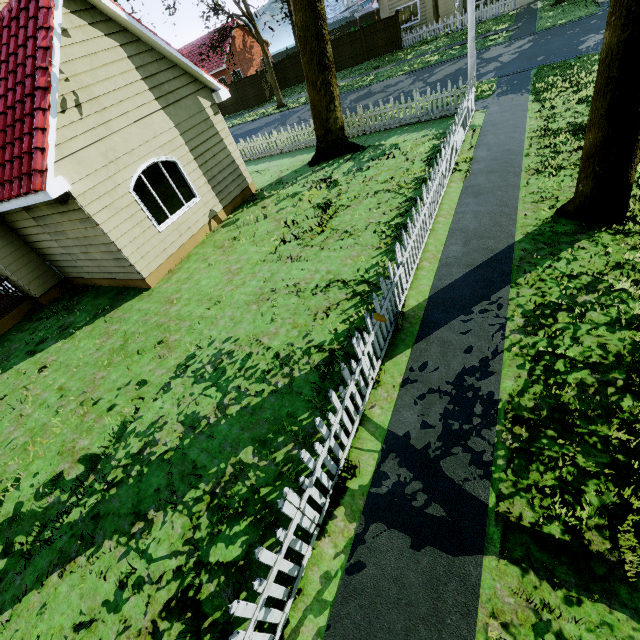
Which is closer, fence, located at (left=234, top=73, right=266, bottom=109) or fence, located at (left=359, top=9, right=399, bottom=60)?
fence, located at (left=359, top=9, right=399, bottom=60)

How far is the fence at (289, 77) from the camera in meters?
30.2

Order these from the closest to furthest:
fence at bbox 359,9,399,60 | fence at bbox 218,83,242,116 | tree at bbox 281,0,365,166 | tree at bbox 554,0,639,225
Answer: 1. tree at bbox 554,0,639,225
2. tree at bbox 281,0,365,166
3. fence at bbox 359,9,399,60
4. fence at bbox 218,83,242,116

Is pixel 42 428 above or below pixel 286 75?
below

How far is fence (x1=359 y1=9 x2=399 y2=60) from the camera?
25.52m

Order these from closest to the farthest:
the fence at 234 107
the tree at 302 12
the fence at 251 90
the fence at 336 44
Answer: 1. the tree at 302 12
2. the fence at 336 44
3. the fence at 251 90
4. the fence at 234 107
